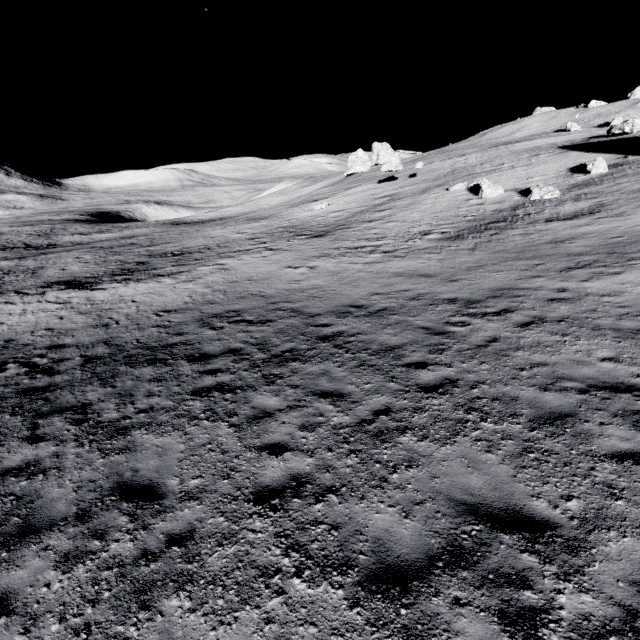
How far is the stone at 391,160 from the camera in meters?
39.2

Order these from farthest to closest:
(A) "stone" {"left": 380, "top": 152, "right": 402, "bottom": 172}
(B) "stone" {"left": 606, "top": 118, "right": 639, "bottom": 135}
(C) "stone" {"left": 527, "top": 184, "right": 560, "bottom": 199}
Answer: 1. (A) "stone" {"left": 380, "top": 152, "right": 402, "bottom": 172}
2. (B) "stone" {"left": 606, "top": 118, "right": 639, "bottom": 135}
3. (C) "stone" {"left": 527, "top": 184, "right": 560, "bottom": 199}

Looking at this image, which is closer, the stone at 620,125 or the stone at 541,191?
the stone at 541,191

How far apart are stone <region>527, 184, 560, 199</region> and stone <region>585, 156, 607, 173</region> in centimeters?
352cm

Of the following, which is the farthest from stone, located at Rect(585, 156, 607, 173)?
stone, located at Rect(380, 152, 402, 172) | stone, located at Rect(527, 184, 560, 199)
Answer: stone, located at Rect(380, 152, 402, 172)

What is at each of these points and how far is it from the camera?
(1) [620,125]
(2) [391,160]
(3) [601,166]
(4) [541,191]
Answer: (1) stone, 32.1m
(2) stone, 39.4m
(3) stone, 22.6m
(4) stone, 22.0m

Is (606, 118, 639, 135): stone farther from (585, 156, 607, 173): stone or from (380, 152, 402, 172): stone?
(380, 152, 402, 172): stone

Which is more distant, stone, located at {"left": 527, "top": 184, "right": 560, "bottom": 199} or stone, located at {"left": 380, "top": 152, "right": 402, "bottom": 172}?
stone, located at {"left": 380, "top": 152, "right": 402, "bottom": 172}
